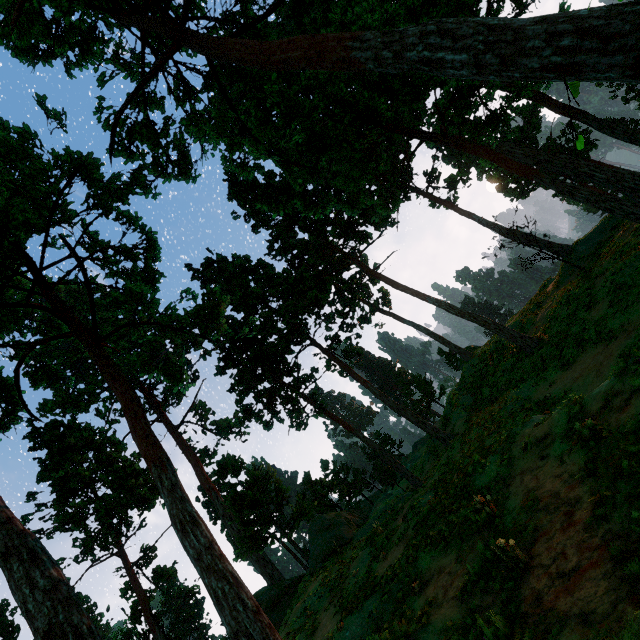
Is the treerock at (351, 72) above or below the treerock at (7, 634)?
below

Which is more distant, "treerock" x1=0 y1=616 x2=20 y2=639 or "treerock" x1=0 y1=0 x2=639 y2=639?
"treerock" x1=0 y1=616 x2=20 y2=639

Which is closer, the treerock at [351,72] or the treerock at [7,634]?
the treerock at [351,72]

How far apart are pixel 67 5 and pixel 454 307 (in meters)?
23.48

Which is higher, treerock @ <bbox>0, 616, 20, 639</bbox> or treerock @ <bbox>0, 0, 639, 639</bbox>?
treerock @ <bbox>0, 616, 20, 639</bbox>
